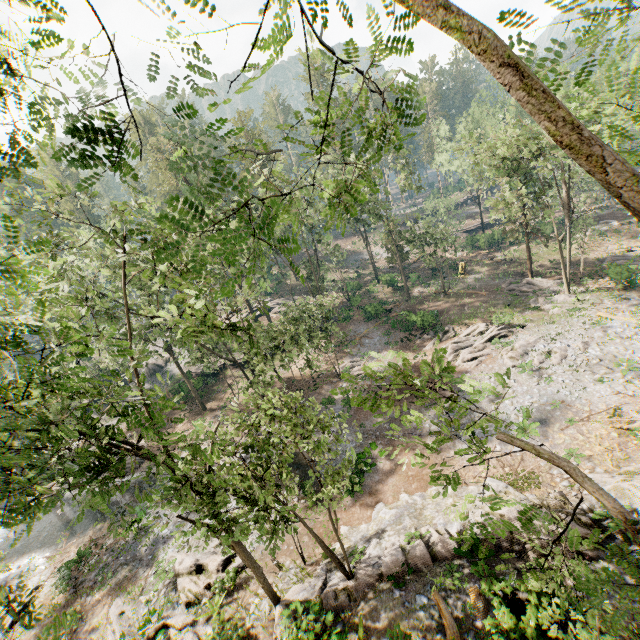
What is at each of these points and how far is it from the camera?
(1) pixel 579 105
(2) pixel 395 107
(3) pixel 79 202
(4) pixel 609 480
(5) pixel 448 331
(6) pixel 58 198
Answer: →
(1) foliage, 38.5m
(2) foliage, 6.0m
(3) foliage, 12.7m
(4) rock, 14.7m
(5) foliage, 32.5m
(6) foliage, 11.7m

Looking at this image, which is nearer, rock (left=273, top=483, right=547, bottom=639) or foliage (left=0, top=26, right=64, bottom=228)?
foliage (left=0, top=26, right=64, bottom=228)

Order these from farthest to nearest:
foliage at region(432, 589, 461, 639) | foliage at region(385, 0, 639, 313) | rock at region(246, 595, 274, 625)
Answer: rock at region(246, 595, 274, 625), foliage at region(432, 589, 461, 639), foliage at region(385, 0, 639, 313)

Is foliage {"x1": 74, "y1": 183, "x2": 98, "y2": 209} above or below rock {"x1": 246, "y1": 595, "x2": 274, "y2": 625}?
above

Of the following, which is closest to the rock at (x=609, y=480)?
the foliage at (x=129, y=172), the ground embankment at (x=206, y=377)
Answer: the foliage at (x=129, y=172)

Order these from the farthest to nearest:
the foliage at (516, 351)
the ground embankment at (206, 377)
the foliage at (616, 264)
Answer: the ground embankment at (206, 377) < the foliage at (616, 264) < the foliage at (516, 351)

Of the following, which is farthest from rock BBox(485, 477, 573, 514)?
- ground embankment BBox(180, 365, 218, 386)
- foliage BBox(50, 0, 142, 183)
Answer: ground embankment BBox(180, 365, 218, 386)

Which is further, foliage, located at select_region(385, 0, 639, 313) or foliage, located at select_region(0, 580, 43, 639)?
foliage, located at select_region(0, 580, 43, 639)
